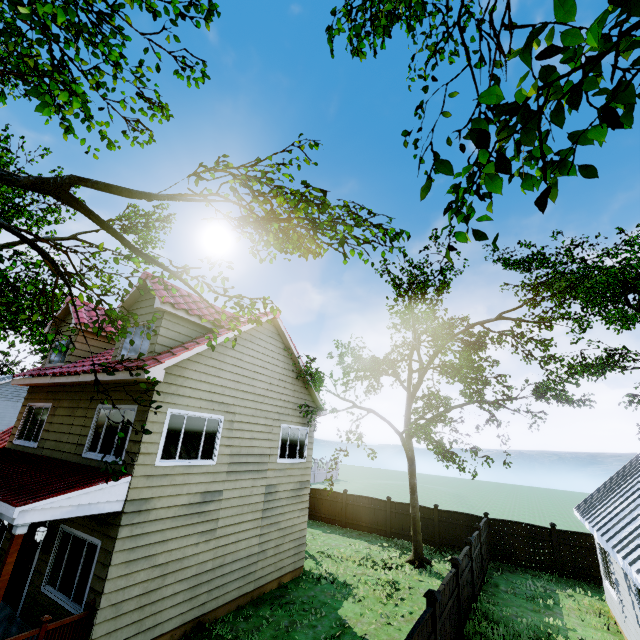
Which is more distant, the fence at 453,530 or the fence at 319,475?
the fence at 319,475

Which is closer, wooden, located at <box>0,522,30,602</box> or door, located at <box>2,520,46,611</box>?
wooden, located at <box>0,522,30,602</box>

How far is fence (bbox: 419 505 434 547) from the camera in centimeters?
1738cm

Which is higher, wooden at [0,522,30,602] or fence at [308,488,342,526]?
wooden at [0,522,30,602]

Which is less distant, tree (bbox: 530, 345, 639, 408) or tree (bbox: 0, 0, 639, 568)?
tree (bbox: 0, 0, 639, 568)

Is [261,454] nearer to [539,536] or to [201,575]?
[201,575]

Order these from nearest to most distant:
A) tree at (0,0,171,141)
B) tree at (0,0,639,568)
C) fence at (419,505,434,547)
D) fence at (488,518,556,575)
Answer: tree at (0,0,639,568) → tree at (0,0,171,141) → fence at (488,518,556,575) → fence at (419,505,434,547)

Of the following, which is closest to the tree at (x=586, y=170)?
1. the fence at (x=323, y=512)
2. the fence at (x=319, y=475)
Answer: the fence at (x=319, y=475)
